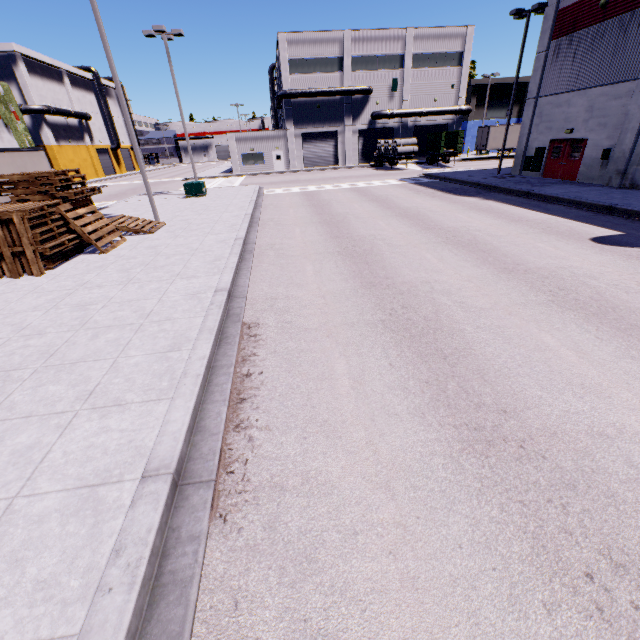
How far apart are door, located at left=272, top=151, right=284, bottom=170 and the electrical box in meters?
23.4

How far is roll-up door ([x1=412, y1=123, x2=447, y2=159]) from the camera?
45.8m

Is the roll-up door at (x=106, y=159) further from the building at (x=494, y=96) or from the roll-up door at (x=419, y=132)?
the roll-up door at (x=419, y=132)

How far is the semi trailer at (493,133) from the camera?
40.47m

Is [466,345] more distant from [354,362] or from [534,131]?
[534,131]

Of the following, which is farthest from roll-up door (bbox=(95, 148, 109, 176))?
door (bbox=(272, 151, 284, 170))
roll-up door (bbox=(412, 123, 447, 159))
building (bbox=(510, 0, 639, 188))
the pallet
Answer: the pallet

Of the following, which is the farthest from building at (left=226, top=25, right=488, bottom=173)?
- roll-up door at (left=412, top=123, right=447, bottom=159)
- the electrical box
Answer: the electrical box

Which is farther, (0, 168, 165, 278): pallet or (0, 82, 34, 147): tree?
(0, 82, 34, 147): tree
